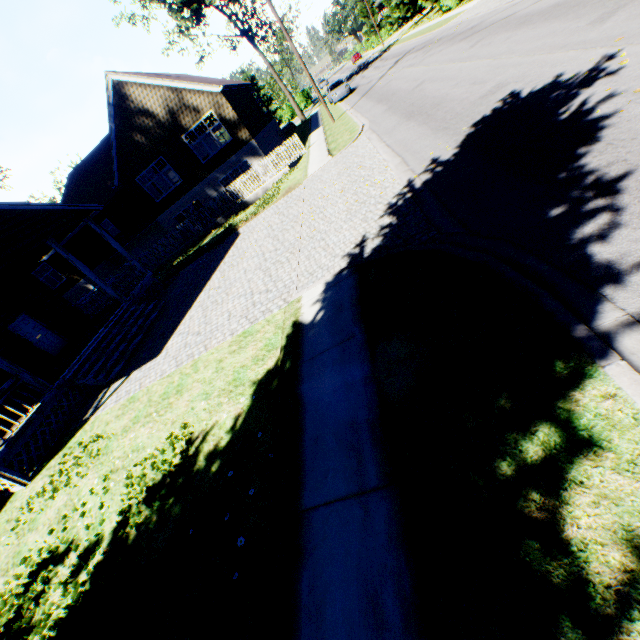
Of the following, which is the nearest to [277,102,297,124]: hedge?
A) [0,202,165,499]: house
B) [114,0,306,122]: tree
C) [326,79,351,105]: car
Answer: [114,0,306,122]: tree

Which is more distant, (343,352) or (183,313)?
(183,313)

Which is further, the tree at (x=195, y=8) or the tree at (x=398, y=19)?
the tree at (x=398, y=19)

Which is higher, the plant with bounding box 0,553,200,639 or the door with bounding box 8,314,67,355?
the door with bounding box 8,314,67,355

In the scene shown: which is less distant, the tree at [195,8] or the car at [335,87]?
the car at [335,87]

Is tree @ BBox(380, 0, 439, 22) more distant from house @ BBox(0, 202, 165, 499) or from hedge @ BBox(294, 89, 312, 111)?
house @ BBox(0, 202, 165, 499)

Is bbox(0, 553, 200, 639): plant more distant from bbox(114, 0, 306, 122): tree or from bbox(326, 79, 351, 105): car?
bbox(326, 79, 351, 105): car

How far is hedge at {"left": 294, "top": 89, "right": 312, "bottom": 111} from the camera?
54.84m
